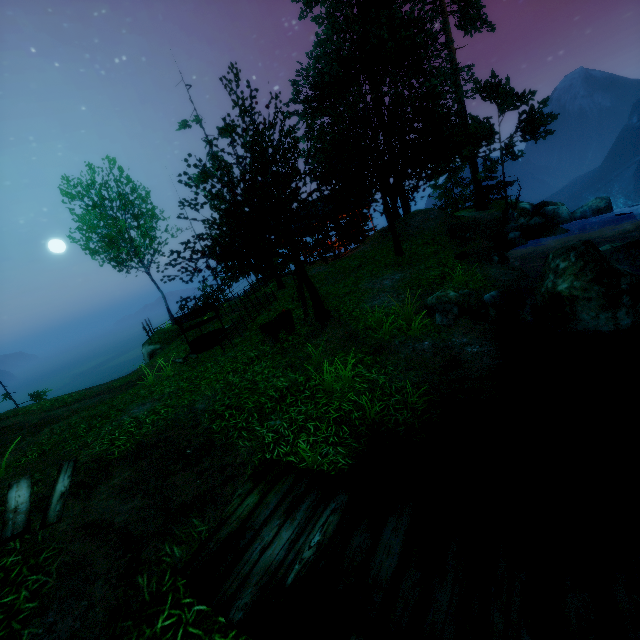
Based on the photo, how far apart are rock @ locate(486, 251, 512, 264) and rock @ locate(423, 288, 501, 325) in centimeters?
473cm

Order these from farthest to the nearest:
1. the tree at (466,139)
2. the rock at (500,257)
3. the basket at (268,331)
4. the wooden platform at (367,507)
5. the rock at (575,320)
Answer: the rock at (500,257) → the basket at (268,331) → the tree at (466,139) → the rock at (575,320) → the wooden platform at (367,507)

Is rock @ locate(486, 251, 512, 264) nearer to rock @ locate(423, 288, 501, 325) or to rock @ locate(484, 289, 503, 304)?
rock @ locate(484, 289, 503, 304)

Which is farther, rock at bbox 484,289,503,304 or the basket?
the basket

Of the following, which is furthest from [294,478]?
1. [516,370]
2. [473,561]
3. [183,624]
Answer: [516,370]

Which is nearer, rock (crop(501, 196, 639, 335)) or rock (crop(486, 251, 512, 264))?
rock (crop(501, 196, 639, 335))

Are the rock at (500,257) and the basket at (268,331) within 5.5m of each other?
Result: no

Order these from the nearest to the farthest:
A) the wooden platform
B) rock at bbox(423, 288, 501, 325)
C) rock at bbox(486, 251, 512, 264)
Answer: the wooden platform
rock at bbox(423, 288, 501, 325)
rock at bbox(486, 251, 512, 264)
